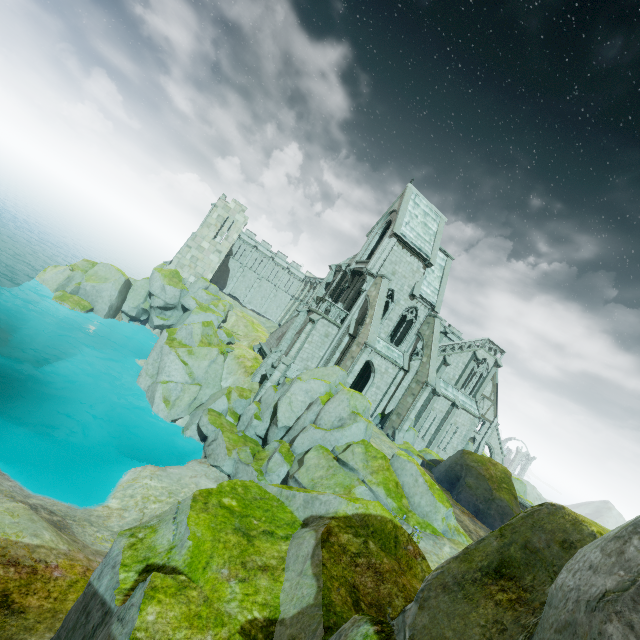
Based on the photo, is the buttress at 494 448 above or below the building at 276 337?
above

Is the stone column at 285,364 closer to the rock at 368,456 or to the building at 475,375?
the building at 475,375

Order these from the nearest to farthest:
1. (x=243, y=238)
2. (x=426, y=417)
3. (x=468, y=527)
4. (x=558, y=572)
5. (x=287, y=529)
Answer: (x=558, y=572) → (x=287, y=529) → (x=468, y=527) → (x=426, y=417) → (x=243, y=238)

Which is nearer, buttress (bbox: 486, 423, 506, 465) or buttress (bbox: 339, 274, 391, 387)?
buttress (bbox: 339, 274, 391, 387)

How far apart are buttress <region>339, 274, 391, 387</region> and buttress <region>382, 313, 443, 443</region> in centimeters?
588cm

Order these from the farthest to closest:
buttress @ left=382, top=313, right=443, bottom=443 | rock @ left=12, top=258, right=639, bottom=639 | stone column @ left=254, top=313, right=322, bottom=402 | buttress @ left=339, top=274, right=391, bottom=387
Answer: stone column @ left=254, top=313, right=322, bottom=402 → buttress @ left=382, top=313, right=443, bottom=443 → buttress @ left=339, top=274, right=391, bottom=387 → rock @ left=12, top=258, right=639, bottom=639

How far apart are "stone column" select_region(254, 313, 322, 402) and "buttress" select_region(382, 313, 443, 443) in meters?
9.6 m

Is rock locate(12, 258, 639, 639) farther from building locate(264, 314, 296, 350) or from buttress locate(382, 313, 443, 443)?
buttress locate(382, 313, 443, 443)
